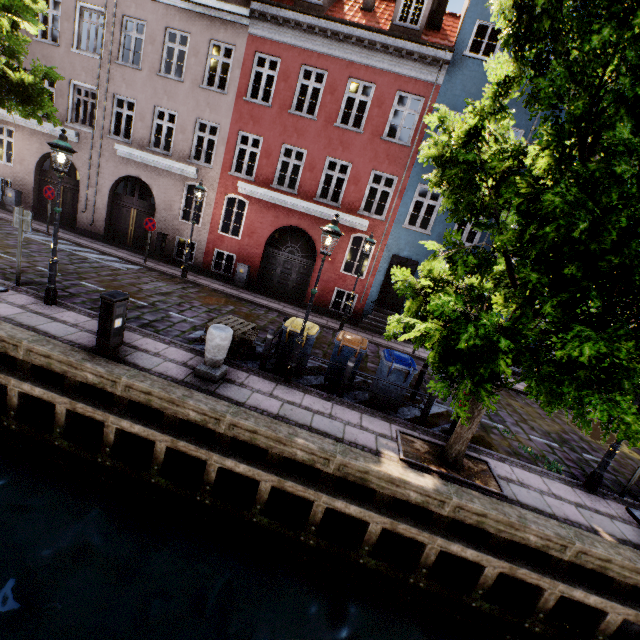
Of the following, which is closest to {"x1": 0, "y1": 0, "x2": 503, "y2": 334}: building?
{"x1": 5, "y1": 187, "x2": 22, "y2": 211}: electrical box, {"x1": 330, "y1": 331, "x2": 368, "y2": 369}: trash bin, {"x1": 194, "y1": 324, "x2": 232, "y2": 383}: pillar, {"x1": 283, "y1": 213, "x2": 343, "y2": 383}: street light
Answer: {"x1": 5, "y1": 187, "x2": 22, "y2": 211}: electrical box

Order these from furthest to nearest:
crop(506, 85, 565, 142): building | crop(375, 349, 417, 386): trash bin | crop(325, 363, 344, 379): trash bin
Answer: crop(506, 85, 565, 142): building, crop(325, 363, 344, 379): trash bin, crop(375, 349, 417, 386): trash bin

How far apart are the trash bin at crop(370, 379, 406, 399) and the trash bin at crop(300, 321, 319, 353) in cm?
166

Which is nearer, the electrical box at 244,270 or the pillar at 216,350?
the pillar at 216,350

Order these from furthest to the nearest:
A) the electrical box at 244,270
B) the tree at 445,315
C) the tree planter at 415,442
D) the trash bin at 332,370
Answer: the electrical box at 244,270
the trash bin at 332,370
the tree planter at 415,442
the tree at 445,315

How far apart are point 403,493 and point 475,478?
1.7 meters

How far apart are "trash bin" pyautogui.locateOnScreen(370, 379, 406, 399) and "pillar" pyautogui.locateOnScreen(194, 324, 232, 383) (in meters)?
3.48

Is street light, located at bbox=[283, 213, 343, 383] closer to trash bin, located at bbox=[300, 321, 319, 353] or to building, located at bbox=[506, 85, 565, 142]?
trash bin, located at bbox=[300, 321, 319, 353]
